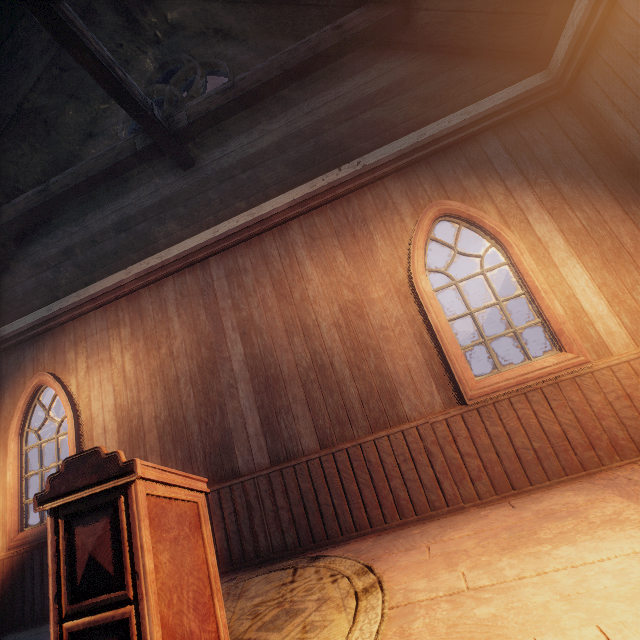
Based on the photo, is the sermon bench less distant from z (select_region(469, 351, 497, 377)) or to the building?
the building

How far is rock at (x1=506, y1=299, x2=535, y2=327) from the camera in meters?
41.4

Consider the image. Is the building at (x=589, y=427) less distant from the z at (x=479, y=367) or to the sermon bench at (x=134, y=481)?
the z at (x=479, y=367)

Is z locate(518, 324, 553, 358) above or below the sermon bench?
above

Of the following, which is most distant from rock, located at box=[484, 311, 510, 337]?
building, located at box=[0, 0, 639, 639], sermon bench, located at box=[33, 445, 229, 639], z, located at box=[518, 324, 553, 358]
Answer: sermon bench, located at box=[33, 445, 229, 639]

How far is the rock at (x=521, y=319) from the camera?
41.4m

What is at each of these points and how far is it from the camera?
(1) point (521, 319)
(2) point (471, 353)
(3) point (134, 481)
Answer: (1) rock, 41.4 meters
(2) rock, 47.2 meters
(3) sermon bench, 1.7 meters

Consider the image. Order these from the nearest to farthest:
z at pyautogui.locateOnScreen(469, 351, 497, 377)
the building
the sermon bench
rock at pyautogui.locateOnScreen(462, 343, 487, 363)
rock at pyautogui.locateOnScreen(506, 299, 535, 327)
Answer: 1. the sermon bench
2. the building
3. z at pyautogui.locateOnScreen(469, 351, 497, 377)
4. rock at pyautogui.locateOnScreen(506, 299, 535, 327)
5. rock at pyautogui.locateOnScreen(462, 343, 487, 363)
